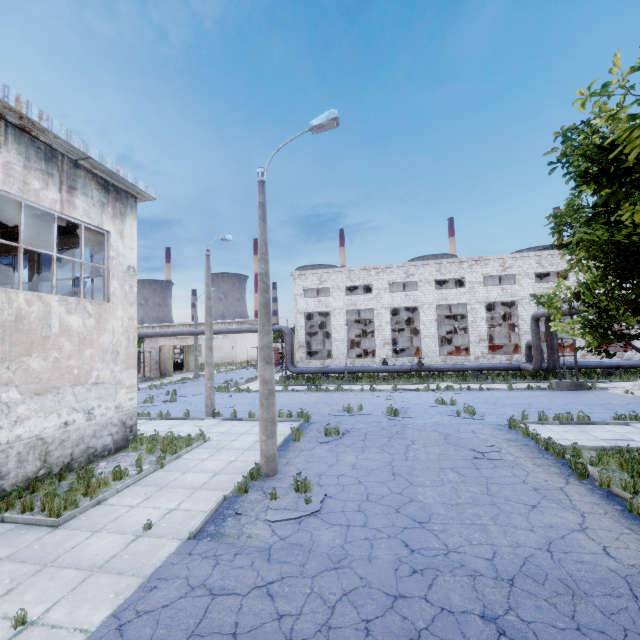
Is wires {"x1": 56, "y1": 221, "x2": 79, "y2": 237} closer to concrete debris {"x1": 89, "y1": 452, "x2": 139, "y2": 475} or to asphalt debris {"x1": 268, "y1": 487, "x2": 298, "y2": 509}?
concrete debris {"x1": 89, "y1": 452, "x2": 139, "y2": 475}

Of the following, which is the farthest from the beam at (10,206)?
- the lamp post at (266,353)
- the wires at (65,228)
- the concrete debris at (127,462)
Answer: the concrete debris at (127,462)

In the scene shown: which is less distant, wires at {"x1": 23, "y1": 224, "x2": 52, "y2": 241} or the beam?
the beam

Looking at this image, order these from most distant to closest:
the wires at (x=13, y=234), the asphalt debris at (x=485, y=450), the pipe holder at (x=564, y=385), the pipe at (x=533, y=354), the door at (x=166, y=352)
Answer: the door at (x=166, y=352), the pipe at (x=533, y=354), the pipe holder at (x=564, y=385), the wires at (x=13, y=234), the asphalt debris at (x=485, y=450)

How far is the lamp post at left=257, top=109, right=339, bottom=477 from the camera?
8.98m

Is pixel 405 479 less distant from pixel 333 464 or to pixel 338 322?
pixel 333 464

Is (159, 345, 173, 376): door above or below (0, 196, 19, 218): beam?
below

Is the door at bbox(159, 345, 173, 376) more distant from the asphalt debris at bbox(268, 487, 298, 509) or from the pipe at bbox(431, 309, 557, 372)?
the asphalt debris at bbox(268, 487, 298, 509)
